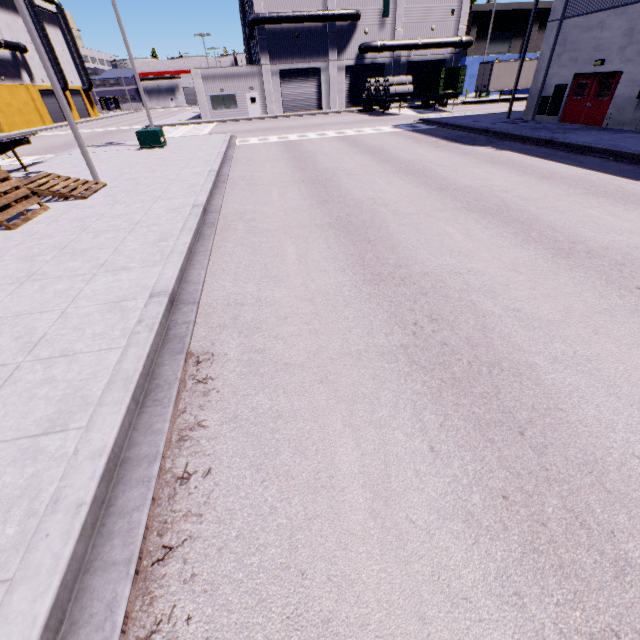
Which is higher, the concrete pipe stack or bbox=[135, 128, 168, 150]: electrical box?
the concrete pipe stack

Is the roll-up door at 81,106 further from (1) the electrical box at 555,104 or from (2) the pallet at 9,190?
(1) the electrical box at 555,104

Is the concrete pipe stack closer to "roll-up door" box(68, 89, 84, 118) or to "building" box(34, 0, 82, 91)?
"building" box(34, 0, 82, 91)

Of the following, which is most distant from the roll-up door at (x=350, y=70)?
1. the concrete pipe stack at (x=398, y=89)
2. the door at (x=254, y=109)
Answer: the door at (x=254, y=109)

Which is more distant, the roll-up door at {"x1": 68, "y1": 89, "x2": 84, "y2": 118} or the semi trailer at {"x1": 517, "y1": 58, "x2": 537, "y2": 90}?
the roll-up door at {"x1": 68, "y1": 89, "x2": 84, "y2": 118}

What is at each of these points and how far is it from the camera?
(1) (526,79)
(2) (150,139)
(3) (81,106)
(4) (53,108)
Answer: (1) semi trailer, 36.97m
(2) electrical box, 19.55m
(3) roll-up door, 59.53m
(4) roll-up door, 51.00m

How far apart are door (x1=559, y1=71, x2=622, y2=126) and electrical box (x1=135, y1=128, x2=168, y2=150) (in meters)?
24.24

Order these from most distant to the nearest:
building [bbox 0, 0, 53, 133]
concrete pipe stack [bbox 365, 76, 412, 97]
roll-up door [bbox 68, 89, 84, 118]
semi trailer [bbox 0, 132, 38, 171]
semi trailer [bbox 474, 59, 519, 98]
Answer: roll-up door [bbox 68, 89, 84, 118] < building [bbox 0, 0, 53, 133] < semi trailer [bbox 474, 59, 519, 98] < concrete pipe stack [bbox 365, 76, 412, 97] < semi trailer [bbox 0, 132, 38, 171]
